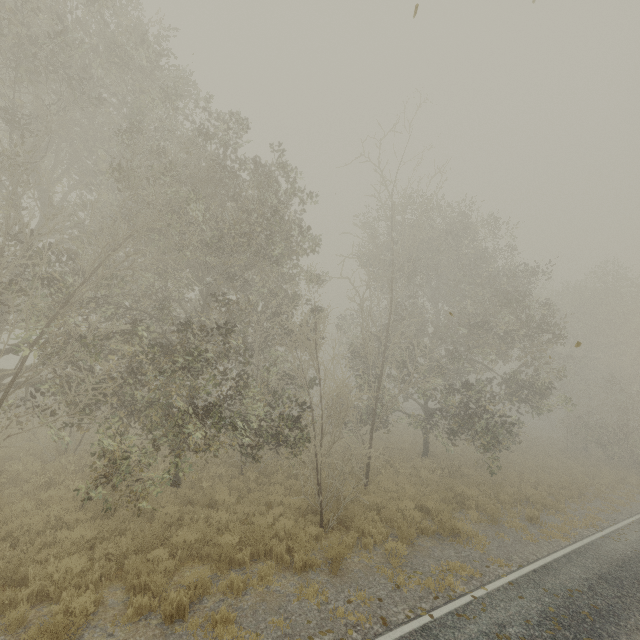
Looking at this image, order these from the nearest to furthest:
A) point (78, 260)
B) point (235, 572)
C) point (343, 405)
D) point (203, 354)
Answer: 1. point (235, 572)
2. point (78, 260)
3. point (343, 405)
4. point (203, 354)
